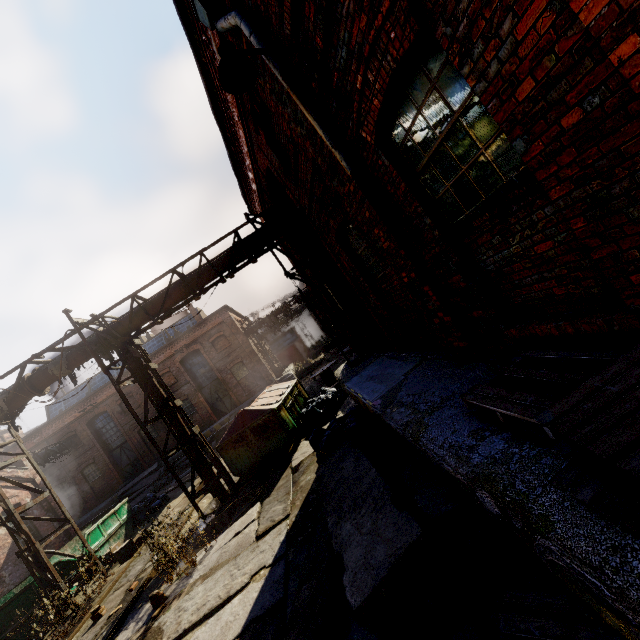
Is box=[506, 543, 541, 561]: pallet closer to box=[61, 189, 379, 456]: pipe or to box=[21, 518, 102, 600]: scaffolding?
box=[61, 189, 379, 456]: pipe

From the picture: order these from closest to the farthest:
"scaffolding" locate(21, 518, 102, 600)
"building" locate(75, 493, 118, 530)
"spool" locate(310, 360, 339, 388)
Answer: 1. "scaffolding" locate(21, 518, 102, 600)
2. "spool" locate(310, 360, 339, 388)
3. "building" locate(75, 493, 118, 530)

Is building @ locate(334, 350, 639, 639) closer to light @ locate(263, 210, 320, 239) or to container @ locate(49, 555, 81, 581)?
light @ locate(263, 210, 320, 239)

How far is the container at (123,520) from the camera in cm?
1167

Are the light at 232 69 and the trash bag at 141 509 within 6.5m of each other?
no

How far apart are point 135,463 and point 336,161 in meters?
29.5

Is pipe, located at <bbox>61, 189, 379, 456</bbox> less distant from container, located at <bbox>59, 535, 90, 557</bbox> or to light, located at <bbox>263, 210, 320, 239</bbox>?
container, located at <bbox>59, 535, 90, 557</bbox>

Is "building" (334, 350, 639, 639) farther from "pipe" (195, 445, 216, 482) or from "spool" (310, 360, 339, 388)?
"spool" (310, 360, 339, 388)
